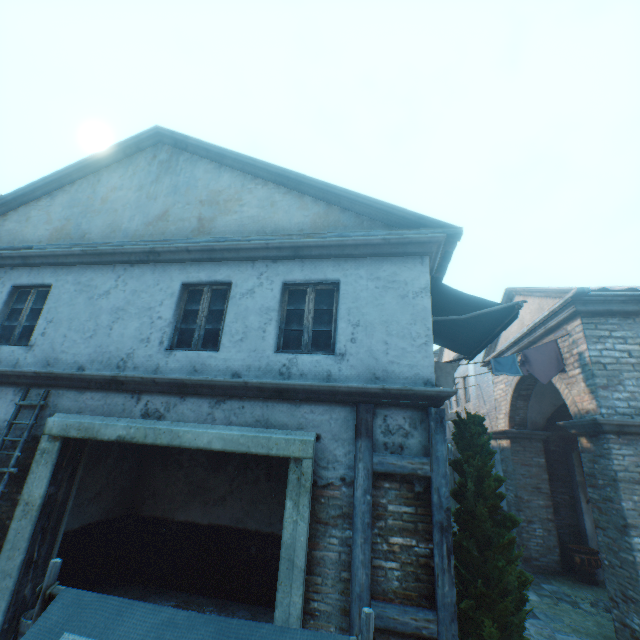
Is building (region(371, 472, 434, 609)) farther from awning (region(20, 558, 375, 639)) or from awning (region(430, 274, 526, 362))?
awning (region(20, 558, 375, 639))

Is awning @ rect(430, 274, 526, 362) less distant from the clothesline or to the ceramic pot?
the clothesline

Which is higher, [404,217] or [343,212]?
[343,212]

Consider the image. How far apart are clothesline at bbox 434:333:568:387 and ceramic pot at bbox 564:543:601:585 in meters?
5.9

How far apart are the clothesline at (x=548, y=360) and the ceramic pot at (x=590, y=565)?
5.92m

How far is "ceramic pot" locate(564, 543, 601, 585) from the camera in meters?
Answer: 8.9 m

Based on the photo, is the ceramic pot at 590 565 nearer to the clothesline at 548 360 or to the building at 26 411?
the building at 26 411

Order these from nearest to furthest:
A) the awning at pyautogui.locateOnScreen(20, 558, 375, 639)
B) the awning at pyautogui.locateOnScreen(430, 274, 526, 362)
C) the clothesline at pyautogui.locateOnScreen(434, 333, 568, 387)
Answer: the awning at pyautogui.locateOnScreen(20, 558, 375, 639), the awning at pyautogui.locateOnScreen(430, 274, 526, 362), the clothesline at pyautogui.locateOnScreen(434, 333, 568, 387)
